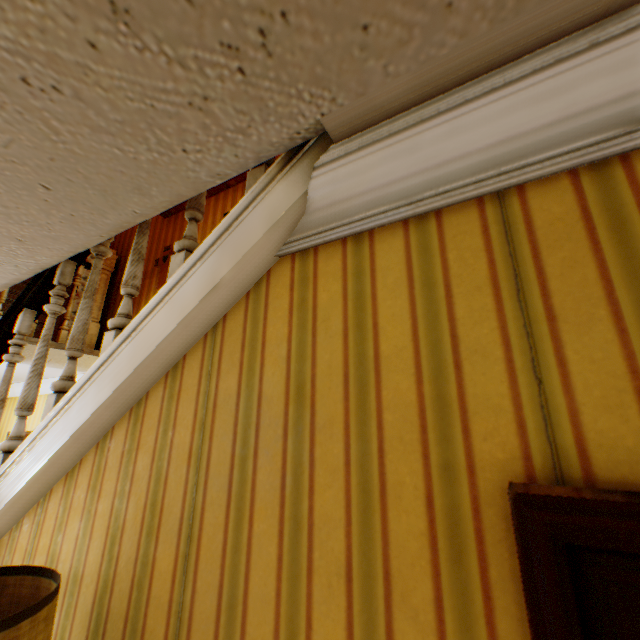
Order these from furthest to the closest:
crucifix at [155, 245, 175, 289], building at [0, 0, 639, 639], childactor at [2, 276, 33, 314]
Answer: childactor at [2, 276, 33, 314]
crucifix at [155, 245, 175, 289]
building at [0, 0, 639, 639]

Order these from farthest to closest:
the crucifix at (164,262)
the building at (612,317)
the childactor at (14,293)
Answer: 1. the childactor at (14,293)
2. the crucifix at (164,262)
3. the building at (612,317)

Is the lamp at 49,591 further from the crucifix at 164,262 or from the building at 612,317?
the crucifix at 164,262

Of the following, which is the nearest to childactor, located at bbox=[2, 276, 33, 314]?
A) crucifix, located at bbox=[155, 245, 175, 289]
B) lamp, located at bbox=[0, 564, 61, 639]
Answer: crucifix, located at bbox=[155, 245, 175, 289]

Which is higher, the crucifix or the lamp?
the crucifix

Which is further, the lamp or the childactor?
the childactor

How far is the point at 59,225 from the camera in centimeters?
116cm

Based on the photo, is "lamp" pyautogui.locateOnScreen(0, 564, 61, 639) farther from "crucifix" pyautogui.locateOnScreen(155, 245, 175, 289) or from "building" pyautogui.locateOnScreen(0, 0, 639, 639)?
"crucifix" pyautogui.locateOnScreen(155, 245, 175, 289)
